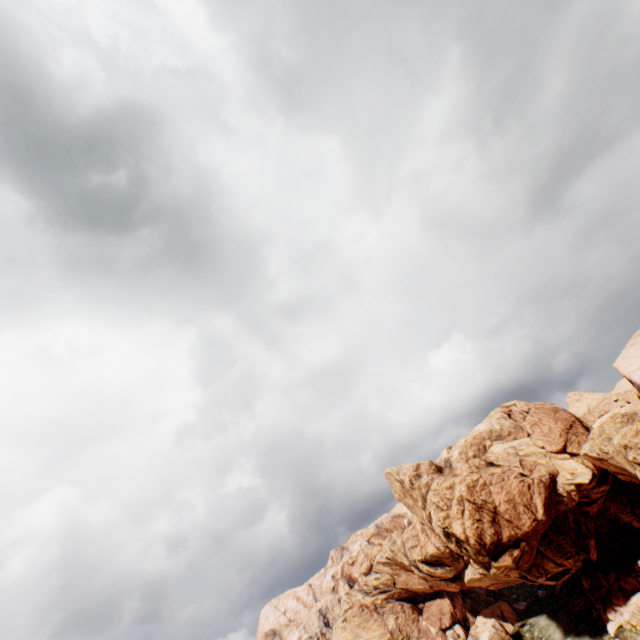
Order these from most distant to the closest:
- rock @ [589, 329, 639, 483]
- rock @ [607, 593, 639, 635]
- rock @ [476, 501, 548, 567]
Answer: rock @ [476, 501, 548, 567]
rock @ [607, 593, 639, 635]
rock @ [589, 329, 639, 483]

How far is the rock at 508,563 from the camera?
59.1 meters

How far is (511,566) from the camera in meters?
59.2 m

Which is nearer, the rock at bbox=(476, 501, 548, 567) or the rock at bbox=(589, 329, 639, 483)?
the rock at bbox=(589, 329, 639, 483)

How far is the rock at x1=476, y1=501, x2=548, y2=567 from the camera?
59.1 meters

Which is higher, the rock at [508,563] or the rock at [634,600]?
the rock at [508,563]

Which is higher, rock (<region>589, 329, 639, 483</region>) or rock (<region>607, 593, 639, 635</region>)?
rock (<region>589, 329, 639, 483</region>)
